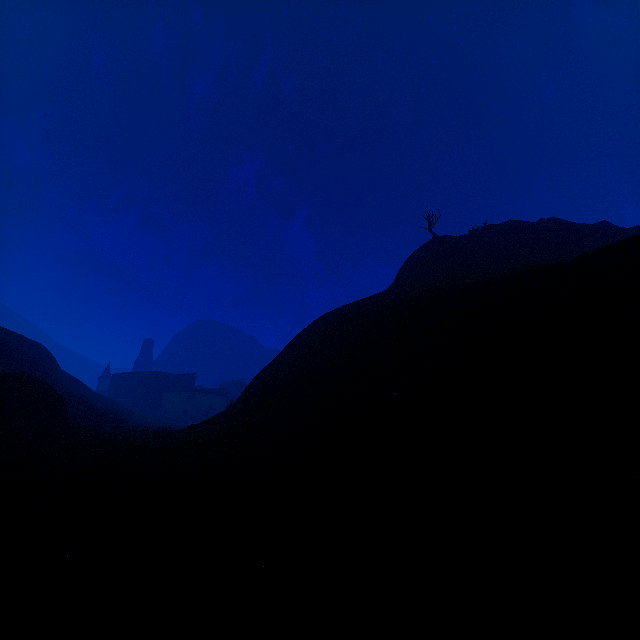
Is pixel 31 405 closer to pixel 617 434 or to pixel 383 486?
pixel 383 486

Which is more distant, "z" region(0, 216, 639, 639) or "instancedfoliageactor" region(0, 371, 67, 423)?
"instancedfoliageactor" region(0, 371, 67, 423)

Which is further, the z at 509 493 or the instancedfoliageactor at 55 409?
the instancedfoliageactor at 55 409
